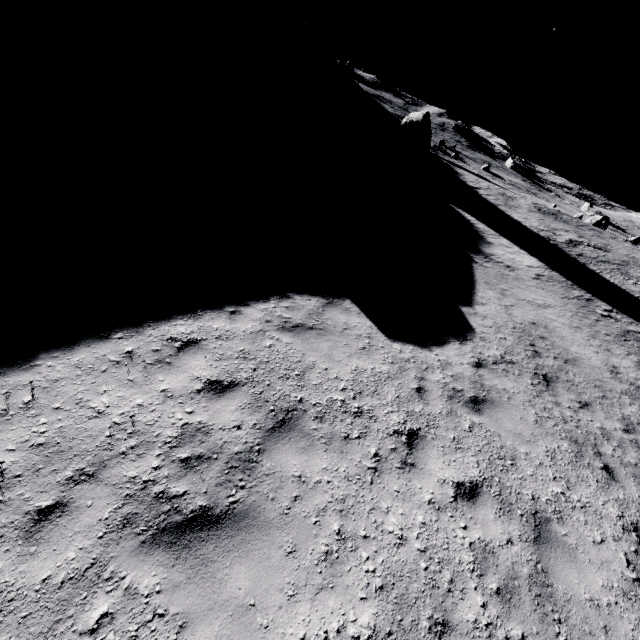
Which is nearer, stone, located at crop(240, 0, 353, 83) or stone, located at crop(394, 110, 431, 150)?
stone, located at crop(394, 110, 431, 150)

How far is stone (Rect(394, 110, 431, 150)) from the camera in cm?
3816

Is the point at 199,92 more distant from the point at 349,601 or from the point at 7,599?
the point at 349,601

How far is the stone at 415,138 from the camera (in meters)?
38.16

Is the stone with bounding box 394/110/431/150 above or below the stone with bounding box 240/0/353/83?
below

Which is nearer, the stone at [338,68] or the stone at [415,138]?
the stone at [415,138]
